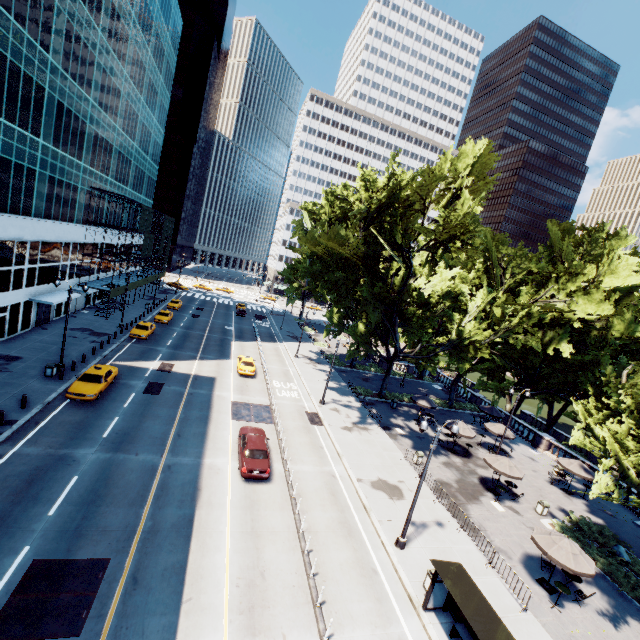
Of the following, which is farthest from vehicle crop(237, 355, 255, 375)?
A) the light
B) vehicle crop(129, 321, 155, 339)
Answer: vehicle crop(129, 321, 155, 339)

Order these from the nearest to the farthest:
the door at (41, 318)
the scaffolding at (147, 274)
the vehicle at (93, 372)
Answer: the vehicle at (93, 372), the door at (41, 318), the scaffolding at (147, 274)

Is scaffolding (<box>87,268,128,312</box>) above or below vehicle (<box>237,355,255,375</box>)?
above

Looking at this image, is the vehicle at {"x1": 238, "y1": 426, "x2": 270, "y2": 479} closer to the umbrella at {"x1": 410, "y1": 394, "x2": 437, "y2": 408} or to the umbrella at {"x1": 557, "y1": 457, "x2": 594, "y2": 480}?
the umbrella at {"x1": 410, "y1": 394, "x2": 437, "y2": 408}

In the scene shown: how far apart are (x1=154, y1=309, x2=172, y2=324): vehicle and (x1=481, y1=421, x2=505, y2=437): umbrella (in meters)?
41.68

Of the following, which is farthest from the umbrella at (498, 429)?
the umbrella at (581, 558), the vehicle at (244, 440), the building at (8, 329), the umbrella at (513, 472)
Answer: the building at (8, 329)

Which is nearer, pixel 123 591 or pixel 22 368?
pixel 123 591

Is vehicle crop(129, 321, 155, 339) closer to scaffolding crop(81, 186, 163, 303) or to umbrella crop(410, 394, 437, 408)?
scaffolding crop(81, 186, 163, 303)
